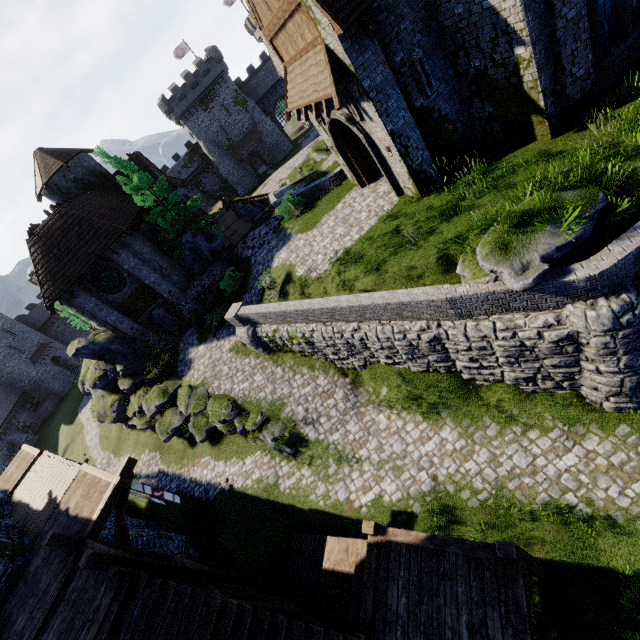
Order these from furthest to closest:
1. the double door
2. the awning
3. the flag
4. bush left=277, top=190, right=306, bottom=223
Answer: the flag
bush left=277, top=190, right=306, bottom=223
the double door
the awning

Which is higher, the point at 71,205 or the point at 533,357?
the point at 71,205

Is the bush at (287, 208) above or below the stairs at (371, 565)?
above

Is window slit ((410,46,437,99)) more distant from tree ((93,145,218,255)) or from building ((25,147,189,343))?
building ((25,147,189,343))

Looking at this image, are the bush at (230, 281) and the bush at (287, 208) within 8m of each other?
yes

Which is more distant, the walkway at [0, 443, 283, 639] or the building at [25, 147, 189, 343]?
the building at [25, 147, 189, 343]

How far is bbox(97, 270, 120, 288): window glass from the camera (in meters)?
20.99

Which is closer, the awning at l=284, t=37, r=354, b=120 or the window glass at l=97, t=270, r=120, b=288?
the awning at l=284, t=37, r=354, b=120
